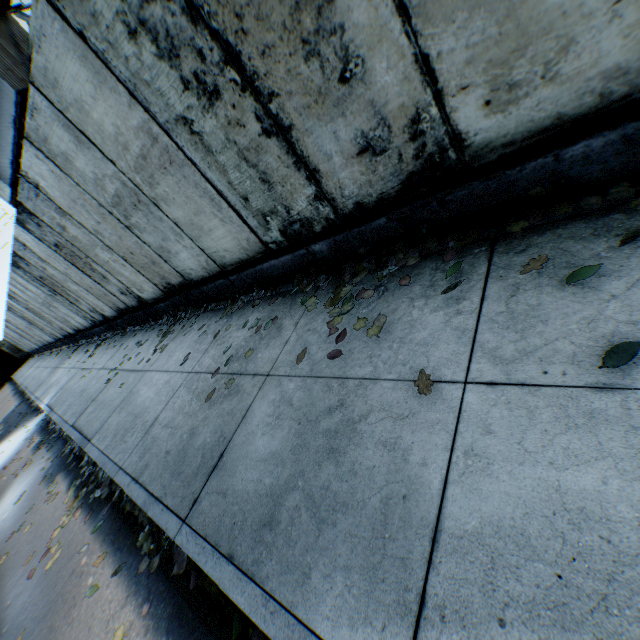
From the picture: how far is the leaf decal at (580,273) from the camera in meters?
1.8

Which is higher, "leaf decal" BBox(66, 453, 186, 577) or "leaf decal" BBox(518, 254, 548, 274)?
"leaf decal" BBox(518, 254, 548, 274)

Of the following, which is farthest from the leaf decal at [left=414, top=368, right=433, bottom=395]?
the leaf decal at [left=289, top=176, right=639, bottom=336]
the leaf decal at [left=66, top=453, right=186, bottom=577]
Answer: the leaf decal at [left=66, top=453, right=186, bottom=577]

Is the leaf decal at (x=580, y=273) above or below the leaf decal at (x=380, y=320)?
below

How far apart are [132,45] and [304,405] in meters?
3.4

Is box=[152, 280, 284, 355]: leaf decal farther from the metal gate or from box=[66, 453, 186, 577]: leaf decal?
the metal gate

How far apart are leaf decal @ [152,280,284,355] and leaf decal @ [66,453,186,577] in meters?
1.9

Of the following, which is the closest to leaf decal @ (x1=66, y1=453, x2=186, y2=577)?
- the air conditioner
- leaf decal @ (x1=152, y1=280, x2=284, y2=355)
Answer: leaf decal @ (x1=152, y1=280, x2=284, y2=355)
